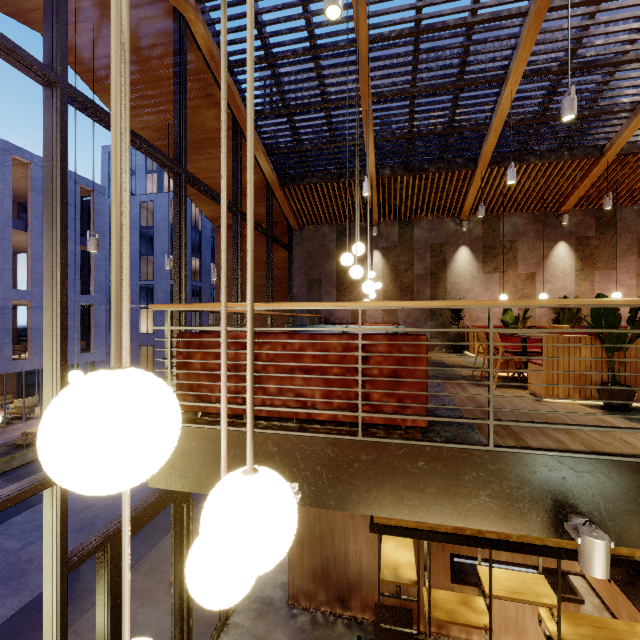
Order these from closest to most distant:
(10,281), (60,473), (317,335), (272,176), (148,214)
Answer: (60,473) < (317,335) < (272,176) < (10,281) < (148,214)

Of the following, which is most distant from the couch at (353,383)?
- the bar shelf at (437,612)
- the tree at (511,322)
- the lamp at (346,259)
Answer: the tree at (511,322)

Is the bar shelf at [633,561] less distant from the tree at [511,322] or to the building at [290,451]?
the building at [290,451]

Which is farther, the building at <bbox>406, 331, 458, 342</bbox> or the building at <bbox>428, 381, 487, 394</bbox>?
the building at <bbox>406, 331, 458, 342</bbox>

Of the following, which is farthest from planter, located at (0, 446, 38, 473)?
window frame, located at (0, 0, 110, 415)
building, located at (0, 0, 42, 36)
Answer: window frame, located at (0, 0, 110, 415)

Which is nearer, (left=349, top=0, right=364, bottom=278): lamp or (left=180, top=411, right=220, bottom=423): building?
(left=180, top=411, right=220, bottom=423): building

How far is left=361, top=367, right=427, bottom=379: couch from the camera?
2.6m

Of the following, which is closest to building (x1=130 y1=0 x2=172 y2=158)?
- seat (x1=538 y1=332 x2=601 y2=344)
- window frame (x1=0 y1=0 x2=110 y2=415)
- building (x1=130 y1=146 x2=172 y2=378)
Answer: window frame (x1=0 y1=0 x2=110 y2=415)
